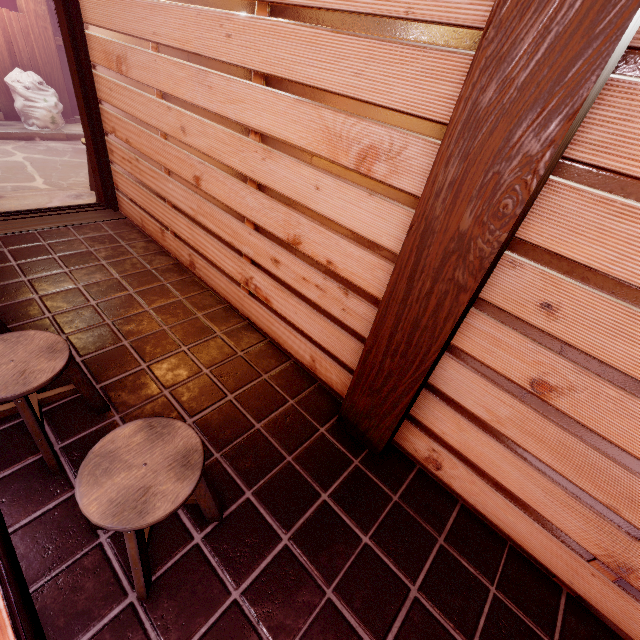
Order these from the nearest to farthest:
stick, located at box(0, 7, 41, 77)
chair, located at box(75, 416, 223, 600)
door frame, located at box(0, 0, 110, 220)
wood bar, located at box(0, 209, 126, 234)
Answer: chair, located at box(75, 416, 223, 600), door frame, located at box(0, 0, 110, 220), wood bar, located at box(0, 209, 126, 234), stick, located at box(0, 7, 41, 77)

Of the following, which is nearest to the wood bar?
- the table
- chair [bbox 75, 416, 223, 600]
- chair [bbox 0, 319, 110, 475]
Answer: the table

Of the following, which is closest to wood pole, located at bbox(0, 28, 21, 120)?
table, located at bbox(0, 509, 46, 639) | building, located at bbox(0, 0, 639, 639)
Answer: building, located at bbox(0, 0, 639, 639)

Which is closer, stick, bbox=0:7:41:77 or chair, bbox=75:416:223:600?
chair, bbox=75:416:223:600

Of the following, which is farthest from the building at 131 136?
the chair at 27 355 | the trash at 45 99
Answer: the trash at 45 99

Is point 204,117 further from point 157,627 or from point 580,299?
point 157,627

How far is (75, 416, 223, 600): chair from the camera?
2.27m

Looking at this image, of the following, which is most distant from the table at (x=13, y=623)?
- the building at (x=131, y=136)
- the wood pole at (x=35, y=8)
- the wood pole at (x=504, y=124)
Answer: the wood pole at (x=35, y=8)
